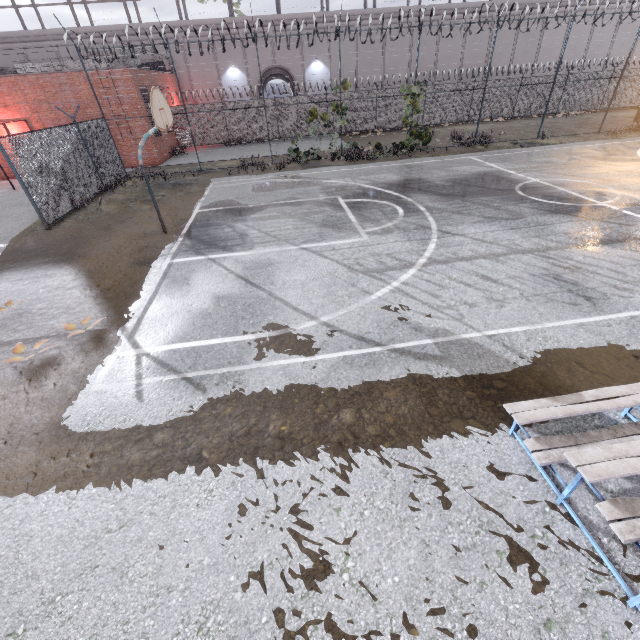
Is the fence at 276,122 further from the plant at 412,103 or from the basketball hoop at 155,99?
the basketball hoop at 155,99

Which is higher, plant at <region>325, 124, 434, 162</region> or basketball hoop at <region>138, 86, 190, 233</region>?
basketball hoop at <region>138, 86, 190, 233</region>

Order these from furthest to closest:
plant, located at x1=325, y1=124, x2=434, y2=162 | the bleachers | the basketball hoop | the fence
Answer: plant, located at x1=325, y1=124, x2=434, y2=162 < the fence < the basketball hoop < the bleachers

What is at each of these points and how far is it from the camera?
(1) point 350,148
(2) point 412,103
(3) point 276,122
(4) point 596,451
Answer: (1) plant, 18.9m
(2) plant, 17.3m
(3) fence, 25.4m
(4) bleachers, 2.9m

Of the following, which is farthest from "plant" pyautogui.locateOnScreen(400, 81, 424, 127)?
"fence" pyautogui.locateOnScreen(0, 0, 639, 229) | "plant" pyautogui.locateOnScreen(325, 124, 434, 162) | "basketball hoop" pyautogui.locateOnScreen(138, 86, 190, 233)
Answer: "basketball hoop" pyautogui.locateOnScreen(138, 86, 190, 233)

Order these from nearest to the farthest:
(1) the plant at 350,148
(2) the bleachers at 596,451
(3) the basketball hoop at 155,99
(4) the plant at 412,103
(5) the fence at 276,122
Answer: (2) the bleachers at 596,451 < (3) the basketball hoop at 155,99 < (5) the fence at 276,122 < (4) the plant at 412,103 < (1) the plant at 350,148

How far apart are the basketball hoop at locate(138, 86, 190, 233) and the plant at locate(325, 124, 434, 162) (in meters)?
11.49

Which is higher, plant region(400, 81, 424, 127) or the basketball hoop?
the basketball hoop
